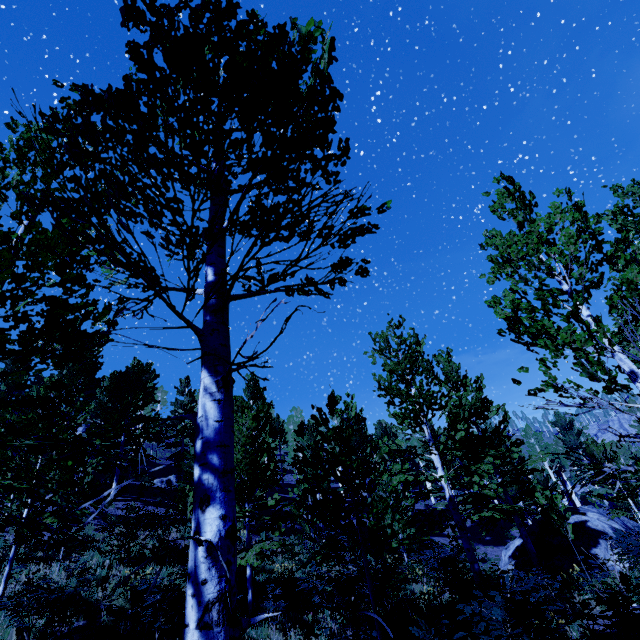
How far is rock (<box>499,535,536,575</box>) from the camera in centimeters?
1562cm

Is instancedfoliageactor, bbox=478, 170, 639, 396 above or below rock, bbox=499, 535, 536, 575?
above

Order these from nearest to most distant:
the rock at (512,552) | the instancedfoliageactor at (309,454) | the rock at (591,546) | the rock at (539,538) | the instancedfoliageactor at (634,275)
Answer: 1. the instancedfoliageactor at (309,454)
2. the instancedfoliageactor at (634,275)
3. the rock at (539,538)
4. the rock at (591,546)
5. the rock at (512,552)

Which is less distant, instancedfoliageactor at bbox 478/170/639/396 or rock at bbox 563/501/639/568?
instancedfoliageactor at bbox 478/170/639/396

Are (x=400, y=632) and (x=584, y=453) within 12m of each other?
no

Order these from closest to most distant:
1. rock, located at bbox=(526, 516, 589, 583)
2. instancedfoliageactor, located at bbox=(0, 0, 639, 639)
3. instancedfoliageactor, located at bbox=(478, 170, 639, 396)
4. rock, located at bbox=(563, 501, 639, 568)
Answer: instancedfoliageactor, located at bbox=(0, 0, 639, 639)
instancedfoliageactor, located at bbox=(478, 170, 639, 396)
rock, located at bbox=(526, 516, 589, 583)
rock, located at bbox=(563, 501, 639, 568)

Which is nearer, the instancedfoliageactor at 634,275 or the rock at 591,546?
the instancedfoliageactor at 634,275
